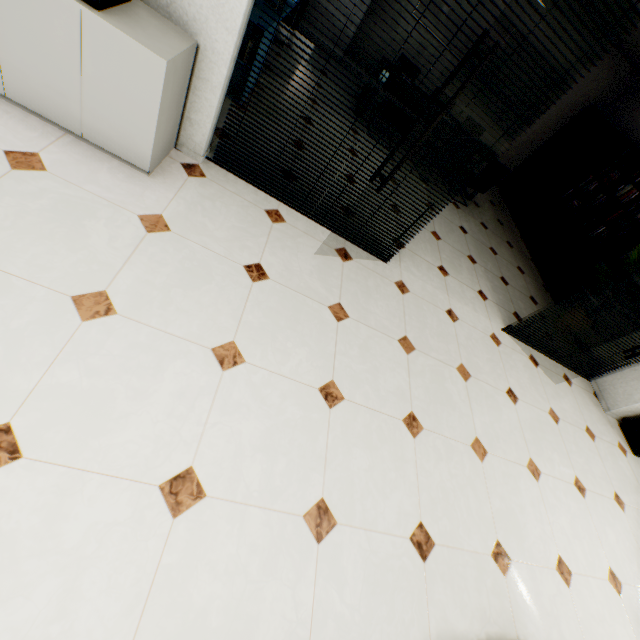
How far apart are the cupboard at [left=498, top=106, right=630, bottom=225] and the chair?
2.00m

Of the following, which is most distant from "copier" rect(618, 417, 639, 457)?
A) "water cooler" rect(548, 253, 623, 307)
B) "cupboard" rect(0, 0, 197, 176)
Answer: "cupboard" rect(0, 0, 197, 176)

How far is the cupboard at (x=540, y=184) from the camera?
6.25m

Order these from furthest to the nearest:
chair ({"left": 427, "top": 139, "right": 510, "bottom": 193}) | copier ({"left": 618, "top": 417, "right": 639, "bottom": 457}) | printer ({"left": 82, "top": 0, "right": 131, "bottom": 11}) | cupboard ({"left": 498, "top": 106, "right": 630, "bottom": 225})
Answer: cupboard ({"left": 498, "top": 106, "right": 630, "bottom": 225}), chair ({"left": 427, "top": 139, "right": 510, "bottom": 193}), copier ({"left": 618, "top": 417, "right": 639, "bottom": 457}), printer ({"left": 82, "top": 0, "right": 131, "bottom": 11})

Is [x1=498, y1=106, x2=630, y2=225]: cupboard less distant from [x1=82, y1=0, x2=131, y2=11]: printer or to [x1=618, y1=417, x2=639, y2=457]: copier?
[x1=618, y1=417, x2=639, y2=457]: copier

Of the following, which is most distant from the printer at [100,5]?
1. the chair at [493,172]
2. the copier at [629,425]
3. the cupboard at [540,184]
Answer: the cupboard at [540,184]

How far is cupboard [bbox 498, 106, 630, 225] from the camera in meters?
6.3

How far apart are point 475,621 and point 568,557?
1.3 meters
